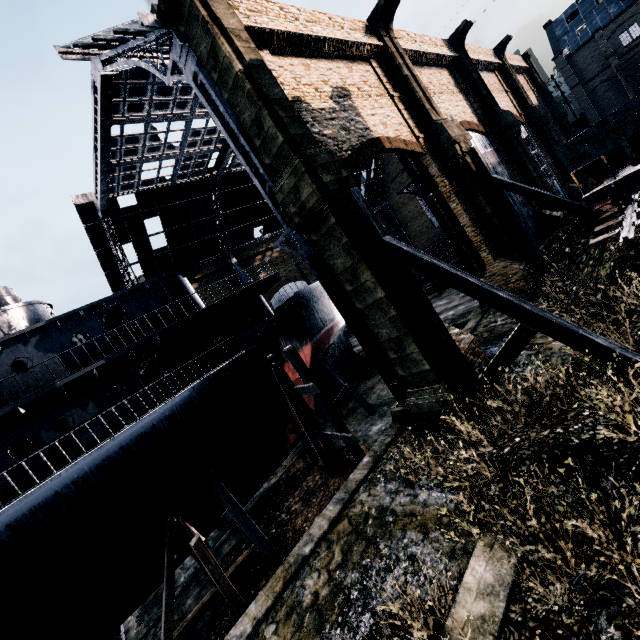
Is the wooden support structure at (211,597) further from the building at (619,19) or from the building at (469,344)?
the building at (619,19)

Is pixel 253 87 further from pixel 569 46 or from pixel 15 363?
pixel 569 46

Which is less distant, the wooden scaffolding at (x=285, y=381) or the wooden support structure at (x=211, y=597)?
the wooden support structure at (x=211, y=597)

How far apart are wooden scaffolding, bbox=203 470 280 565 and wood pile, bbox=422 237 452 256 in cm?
4644

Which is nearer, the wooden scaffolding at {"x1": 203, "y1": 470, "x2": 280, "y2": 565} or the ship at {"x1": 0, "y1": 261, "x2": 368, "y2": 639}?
the ship at {"x1": 0, "y1": 261, "x2": 368, "y2": 639}

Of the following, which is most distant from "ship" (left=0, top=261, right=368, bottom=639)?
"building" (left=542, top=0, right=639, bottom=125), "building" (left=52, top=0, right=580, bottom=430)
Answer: "building" (left=542, top=0, right=639, bottom=125)

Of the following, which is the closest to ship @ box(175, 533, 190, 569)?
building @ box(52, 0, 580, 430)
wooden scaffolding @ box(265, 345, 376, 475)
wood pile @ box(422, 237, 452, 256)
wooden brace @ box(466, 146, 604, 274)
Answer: wooden scaffolding @ box(265, 345, 376, 475)

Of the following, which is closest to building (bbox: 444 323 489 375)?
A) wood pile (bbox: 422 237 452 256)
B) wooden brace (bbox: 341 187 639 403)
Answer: wooden brace (bbox: 341 187 639 403)
